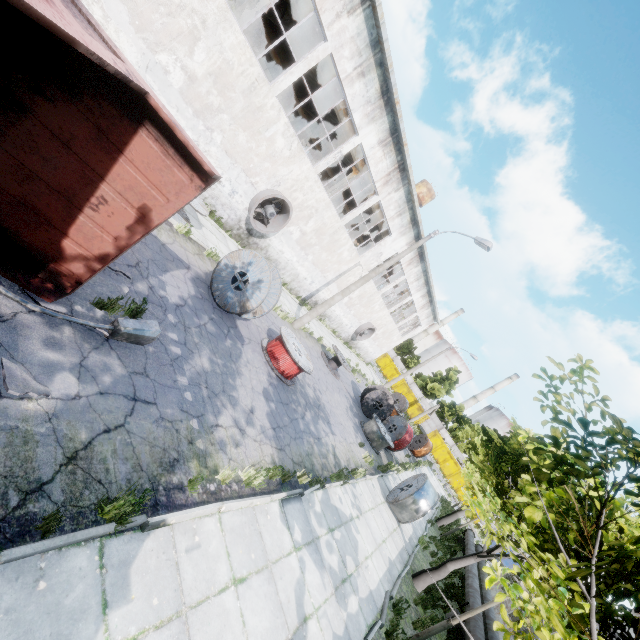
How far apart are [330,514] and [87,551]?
6.57m

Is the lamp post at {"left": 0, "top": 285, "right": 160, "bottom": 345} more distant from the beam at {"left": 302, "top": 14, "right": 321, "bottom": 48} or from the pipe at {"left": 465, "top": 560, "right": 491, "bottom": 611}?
the beam at {"left": 302, "top": 14, "right": 321, "bottom": 48}

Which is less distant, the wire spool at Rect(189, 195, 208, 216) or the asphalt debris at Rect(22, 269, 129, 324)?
the asphalt debris at Rect(22, 269, 129, 324)

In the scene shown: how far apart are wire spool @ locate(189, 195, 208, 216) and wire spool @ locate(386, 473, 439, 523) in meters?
13.3

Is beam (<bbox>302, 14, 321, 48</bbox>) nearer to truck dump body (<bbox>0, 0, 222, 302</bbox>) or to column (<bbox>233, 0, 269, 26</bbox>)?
column (<bbox>233, 0, 269, 26</bbox>)

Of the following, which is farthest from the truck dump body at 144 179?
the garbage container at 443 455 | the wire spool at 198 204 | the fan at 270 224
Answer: the garbage container at 443 455

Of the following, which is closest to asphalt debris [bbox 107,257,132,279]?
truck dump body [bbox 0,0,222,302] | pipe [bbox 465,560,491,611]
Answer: truck dump body [bbox 0,0,222,302]

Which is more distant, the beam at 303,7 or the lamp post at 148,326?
the beam at 303,7
